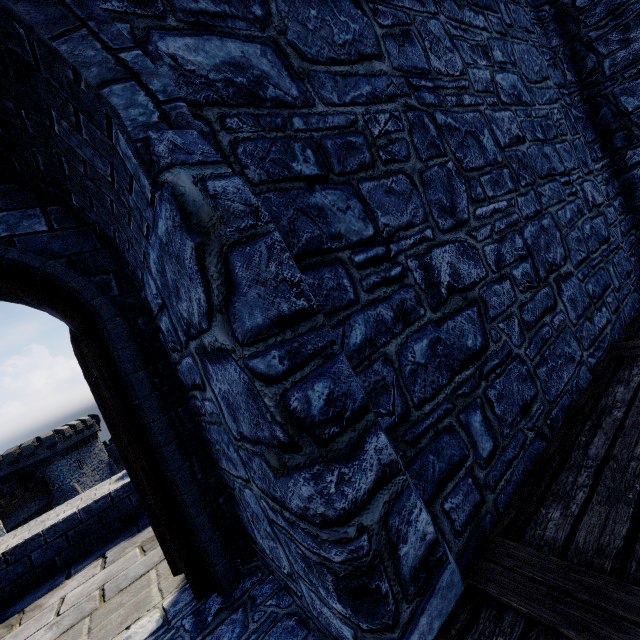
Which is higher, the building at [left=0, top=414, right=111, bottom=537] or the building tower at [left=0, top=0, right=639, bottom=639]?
the building tower at [left=0, top=0, right=639, bottom=639]

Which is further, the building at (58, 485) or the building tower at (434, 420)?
the building at (58, 485)

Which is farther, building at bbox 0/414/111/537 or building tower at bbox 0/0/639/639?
building at bbox 0/414/111/537

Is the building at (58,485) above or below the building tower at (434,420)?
below

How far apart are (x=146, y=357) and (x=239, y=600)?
1.84m
